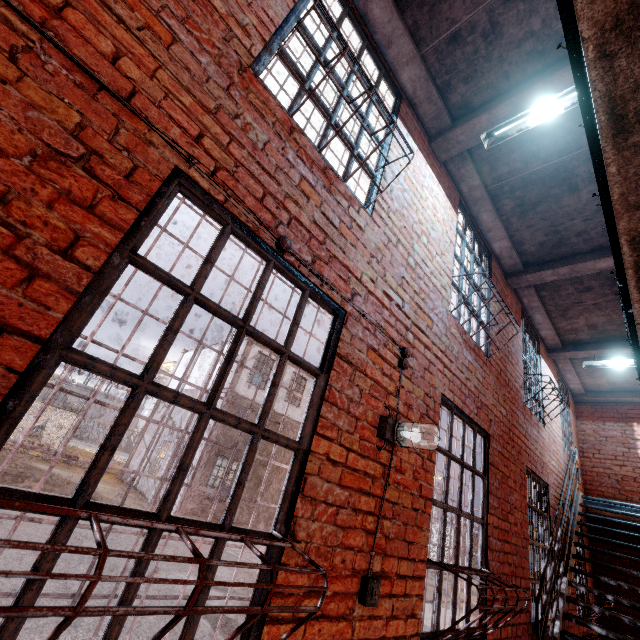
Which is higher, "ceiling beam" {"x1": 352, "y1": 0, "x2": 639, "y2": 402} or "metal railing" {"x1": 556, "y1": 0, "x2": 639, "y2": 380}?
"ceiling beam" {"x1": 352, "y1": 0, "x2": 639, "y2": 402}

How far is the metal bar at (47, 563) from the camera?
1.05m

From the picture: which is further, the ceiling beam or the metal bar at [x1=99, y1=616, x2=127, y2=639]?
the ceiling beam

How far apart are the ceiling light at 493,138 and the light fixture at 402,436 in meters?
3.2 m

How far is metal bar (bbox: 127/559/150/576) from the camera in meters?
1.2

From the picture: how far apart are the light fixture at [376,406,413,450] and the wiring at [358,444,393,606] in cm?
6

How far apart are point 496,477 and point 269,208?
4.19m

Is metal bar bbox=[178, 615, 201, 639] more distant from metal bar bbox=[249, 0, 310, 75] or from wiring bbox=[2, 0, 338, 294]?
metal bar bbox=[249, 0, 310, 75]
